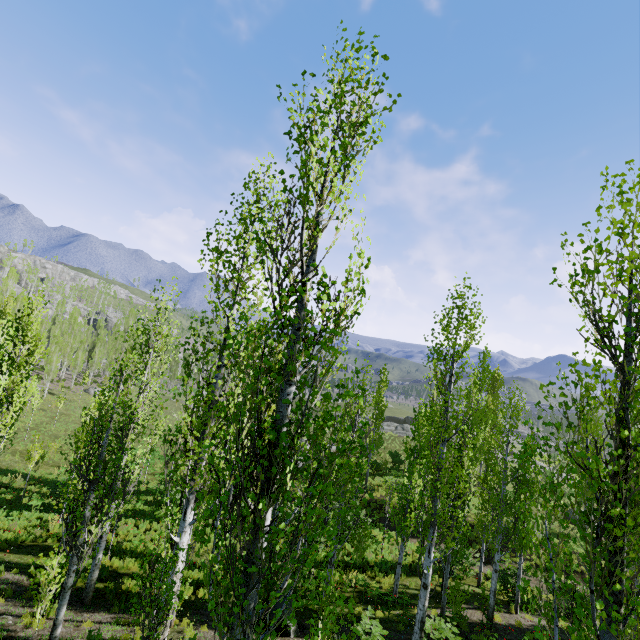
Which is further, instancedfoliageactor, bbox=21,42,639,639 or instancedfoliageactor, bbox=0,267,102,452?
instancedfoliageactor, bbox=0,267,102,452

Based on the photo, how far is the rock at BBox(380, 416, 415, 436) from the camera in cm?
4810

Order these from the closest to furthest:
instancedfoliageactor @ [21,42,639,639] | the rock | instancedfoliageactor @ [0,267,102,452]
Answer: instancedfoliageactor @ [21,42,639,639] < instancedfoliageactor @ [0,267,102,452] < the rock

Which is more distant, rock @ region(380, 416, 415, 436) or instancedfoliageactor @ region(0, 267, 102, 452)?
rock @ region(380, 416, 415, 436)

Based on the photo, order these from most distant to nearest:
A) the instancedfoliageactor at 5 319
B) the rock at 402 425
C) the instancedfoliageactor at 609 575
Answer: the rock at 402 425
the instancedfoliageactor at 5 319
the instancedfoliageactor at 609 575

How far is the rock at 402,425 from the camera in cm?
4810

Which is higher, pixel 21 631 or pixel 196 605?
pixel 21 631

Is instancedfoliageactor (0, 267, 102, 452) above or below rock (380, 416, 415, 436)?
above
